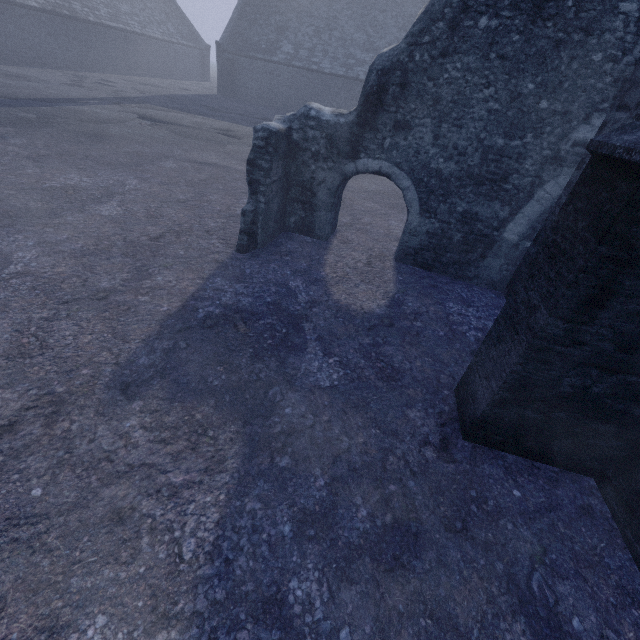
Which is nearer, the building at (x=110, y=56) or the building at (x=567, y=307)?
the building at (x=567, y=307)

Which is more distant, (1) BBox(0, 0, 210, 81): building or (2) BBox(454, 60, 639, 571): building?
(1) BBox(0, 0, 210, 81): building

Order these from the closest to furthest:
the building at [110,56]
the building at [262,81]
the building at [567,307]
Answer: the building at [567,307], the building at [110,56], the building at [262,81]

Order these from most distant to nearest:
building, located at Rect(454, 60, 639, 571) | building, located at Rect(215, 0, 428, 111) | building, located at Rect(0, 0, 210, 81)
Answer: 1. building, located at Rect(215, 0, 428, 111)
2. building, located at Rect(0, 0, 210, 81)
3. building, located at Rect(454, 60, 639, 571)

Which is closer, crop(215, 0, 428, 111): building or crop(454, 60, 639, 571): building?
crop(454, 60, 639, 571): building

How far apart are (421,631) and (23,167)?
9.0 meters
